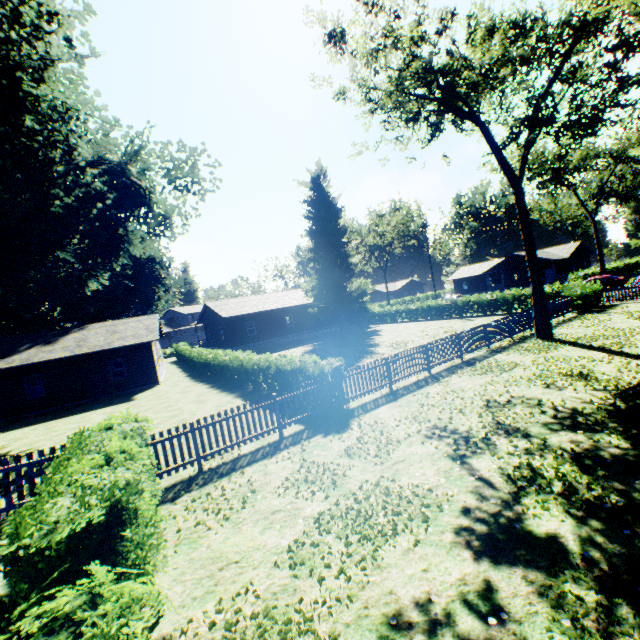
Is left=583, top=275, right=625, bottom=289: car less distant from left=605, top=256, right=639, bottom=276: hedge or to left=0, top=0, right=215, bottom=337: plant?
left=605, top=256, right=639, bottom=276: hedge

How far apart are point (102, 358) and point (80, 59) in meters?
18.1 m

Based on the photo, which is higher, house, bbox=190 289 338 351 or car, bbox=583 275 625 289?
house, bbox=190 289 338 351

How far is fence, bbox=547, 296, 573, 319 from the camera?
21.7m

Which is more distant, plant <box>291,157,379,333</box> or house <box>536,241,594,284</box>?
house <box>536,241,594,284</box>

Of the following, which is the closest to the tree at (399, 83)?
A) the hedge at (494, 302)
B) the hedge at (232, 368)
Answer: the hedge at (232, 368)

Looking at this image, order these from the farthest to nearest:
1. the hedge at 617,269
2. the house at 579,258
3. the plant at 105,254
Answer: the house at 579,258 → the hedge at 617,269 → the plant at 105,254

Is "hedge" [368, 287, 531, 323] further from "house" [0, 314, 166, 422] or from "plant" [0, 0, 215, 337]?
"house" [0, 314, 166, 422]
